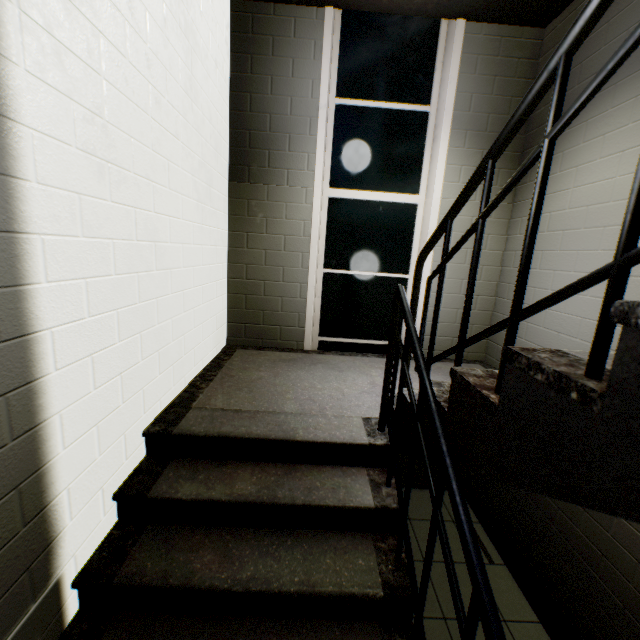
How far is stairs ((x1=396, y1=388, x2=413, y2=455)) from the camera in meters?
1.7

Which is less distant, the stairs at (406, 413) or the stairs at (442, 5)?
the stairs at (406, 413)

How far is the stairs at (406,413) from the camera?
1.7 meters

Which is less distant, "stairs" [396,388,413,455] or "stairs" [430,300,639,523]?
"stairs" [430,300,639,523]

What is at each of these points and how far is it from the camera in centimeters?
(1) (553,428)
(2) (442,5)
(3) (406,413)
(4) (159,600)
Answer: (1) stairs, 71cm
(2) stairs, 288cm
(3) stairs, 175cm
(4) stairs, 143cm

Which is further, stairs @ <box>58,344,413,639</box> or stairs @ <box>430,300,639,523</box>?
stairs @ <box>58,344,413,639</box>
